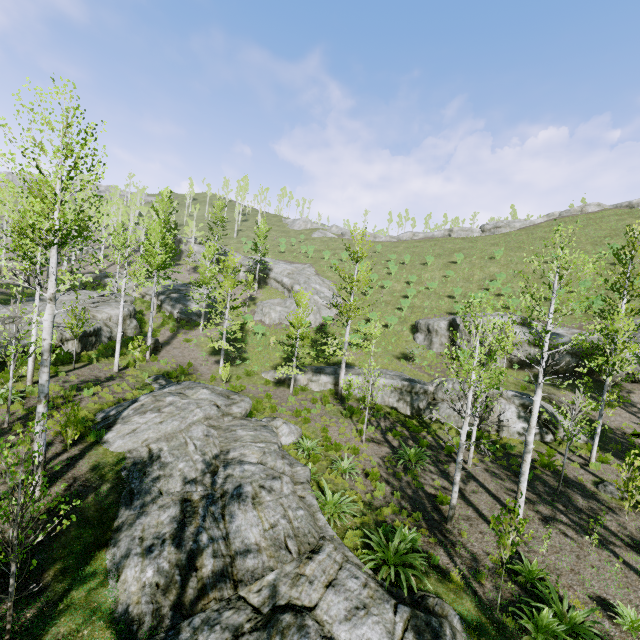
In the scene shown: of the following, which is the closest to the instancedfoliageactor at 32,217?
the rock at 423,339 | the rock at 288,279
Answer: the rock at 288,279

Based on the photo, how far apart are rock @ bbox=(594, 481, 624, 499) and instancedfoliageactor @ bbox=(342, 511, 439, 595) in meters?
9.7

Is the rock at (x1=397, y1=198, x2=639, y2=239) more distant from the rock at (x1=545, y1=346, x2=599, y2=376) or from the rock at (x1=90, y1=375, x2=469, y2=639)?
the rock at (x1=90, y1=375, x2=469, y2=639)

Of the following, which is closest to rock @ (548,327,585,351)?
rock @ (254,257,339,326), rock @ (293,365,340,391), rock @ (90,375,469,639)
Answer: rock @ (293,365,340,391)

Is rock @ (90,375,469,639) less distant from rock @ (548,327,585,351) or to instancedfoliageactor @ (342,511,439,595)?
instancedfoliageactor @ (342,511,439,595)

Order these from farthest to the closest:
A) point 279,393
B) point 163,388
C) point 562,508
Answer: point 279,393, point 163,388, point 562,508

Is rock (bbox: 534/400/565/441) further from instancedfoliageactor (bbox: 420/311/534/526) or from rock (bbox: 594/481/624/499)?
rock (bbox: 594/481/624/499)

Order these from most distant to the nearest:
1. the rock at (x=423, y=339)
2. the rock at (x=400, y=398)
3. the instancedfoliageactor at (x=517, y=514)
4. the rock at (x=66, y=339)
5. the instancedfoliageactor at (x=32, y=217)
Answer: the rock at (x=423, y=339)
the rock at (x=400, y=398)
the rock at (x=66, y=339)
the instancedfoliageactor at (x=517, y=514)
the instancedfoliageactor at (x=32, y=217)
